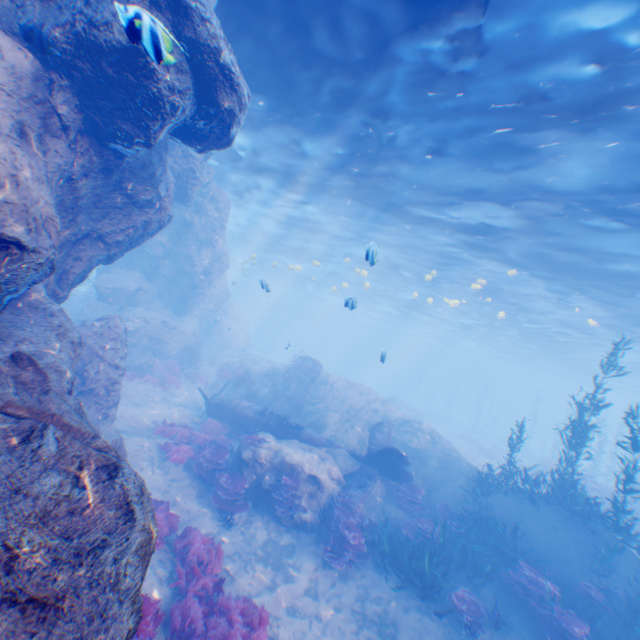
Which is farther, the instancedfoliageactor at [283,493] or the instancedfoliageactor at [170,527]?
the instancedfoliageactor at [283,493]

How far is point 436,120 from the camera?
10.01m

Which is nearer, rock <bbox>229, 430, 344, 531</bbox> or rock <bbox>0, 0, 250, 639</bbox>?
rock <bbox>0, 0, 250, 639</bbox>

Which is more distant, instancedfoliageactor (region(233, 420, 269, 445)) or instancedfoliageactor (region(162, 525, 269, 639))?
instancedfoliageactor (region(233, 420, 269, 445))

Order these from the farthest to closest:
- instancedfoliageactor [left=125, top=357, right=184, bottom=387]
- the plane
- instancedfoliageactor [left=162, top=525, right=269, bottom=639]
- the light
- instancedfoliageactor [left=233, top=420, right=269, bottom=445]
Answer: instancedfoliageactor [left=125, top=357, right=184, bottom=387] → the plane → instancedfoliageactor [left=233, top=420, right=269, bottom=445] → the light → instancedfoliageactor [left=162, top=525, right=269, bottom=639]

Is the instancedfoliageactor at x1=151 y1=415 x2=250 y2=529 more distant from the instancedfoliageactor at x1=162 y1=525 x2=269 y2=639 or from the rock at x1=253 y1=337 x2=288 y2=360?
the instancedfoliageactor at x1=162 y1=525 x2=269 y2=639

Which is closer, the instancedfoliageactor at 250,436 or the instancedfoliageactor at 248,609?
the instancedfoliageactor at 248,609
